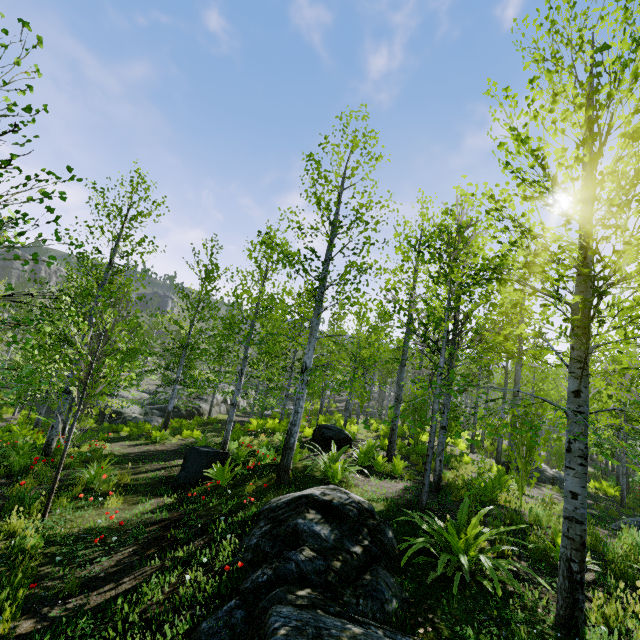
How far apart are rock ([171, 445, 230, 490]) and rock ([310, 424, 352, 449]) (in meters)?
3.66

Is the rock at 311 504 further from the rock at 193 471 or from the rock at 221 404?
the rock at 221 404

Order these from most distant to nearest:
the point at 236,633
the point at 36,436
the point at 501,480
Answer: the point at 36,436, the point at 501,480, the point at 236,633

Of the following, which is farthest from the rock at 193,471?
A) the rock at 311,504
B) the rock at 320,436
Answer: the rock at 320,436

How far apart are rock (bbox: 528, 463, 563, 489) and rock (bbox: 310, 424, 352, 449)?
9.3 meters

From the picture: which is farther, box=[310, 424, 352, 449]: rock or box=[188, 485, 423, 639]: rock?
box=[310, 424, 352, 449]: rock

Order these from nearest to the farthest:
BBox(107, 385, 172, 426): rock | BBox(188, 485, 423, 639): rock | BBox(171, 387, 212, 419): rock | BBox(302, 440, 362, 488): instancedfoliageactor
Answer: BBox(188, 485, 423, 639): rock < BBox(302, 440, 362, 488): instancedfoliageactor < BBox(107, 385, 172, 426): rock < BBox(171, 387, 212, 419): rock

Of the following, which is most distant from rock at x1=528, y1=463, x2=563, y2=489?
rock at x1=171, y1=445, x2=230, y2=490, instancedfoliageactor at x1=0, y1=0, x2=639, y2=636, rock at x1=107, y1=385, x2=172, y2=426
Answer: rock at x1=107, y1=385, x2=172, y2=426
